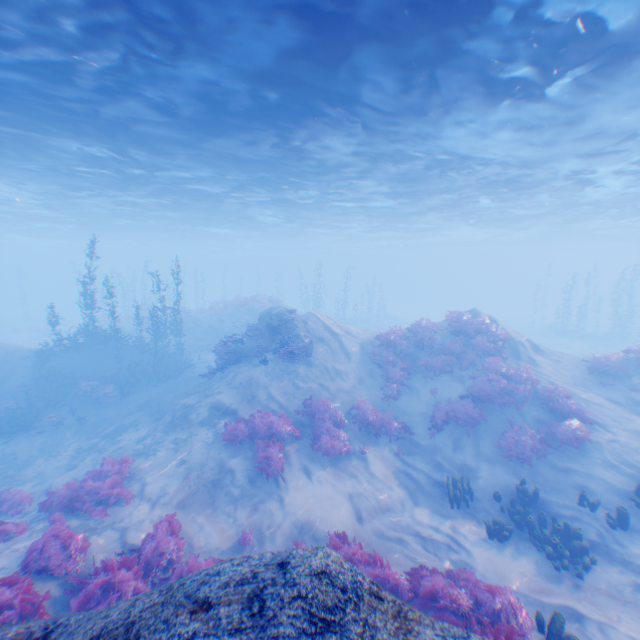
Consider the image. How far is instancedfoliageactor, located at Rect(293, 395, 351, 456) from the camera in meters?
11.4 m

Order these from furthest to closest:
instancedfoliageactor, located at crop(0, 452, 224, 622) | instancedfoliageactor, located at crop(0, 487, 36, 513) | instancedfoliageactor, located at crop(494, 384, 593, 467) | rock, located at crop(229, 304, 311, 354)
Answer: rock, located at crop(229, 304, 311, 354) → instancedfoliageactor, located at crop(494, 384, 593, 467) → instancedfoliageactor, located at crop(0, 487, 36, 513) → instancedfoliageactor, located at crop(0, 452, 224, 622)

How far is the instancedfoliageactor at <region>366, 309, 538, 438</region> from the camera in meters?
13.1

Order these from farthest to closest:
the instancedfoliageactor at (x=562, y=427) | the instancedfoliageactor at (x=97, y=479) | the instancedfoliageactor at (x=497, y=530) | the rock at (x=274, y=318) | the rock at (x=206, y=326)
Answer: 1. the rock at (x=206, y=326)
2. the rock at (x=274, y=318)
3. the instancedfoliageactor at (x=562, y=427)
4. the instancedfoliageactor at (x=497, y=530)
5. the instancedfoliageactor at (x=97, y=479)

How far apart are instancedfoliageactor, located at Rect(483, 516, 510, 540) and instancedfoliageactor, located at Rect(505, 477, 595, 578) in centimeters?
53cm

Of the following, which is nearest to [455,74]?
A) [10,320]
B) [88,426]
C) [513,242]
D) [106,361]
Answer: [88,426]

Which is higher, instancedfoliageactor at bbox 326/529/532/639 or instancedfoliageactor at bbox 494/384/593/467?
instancedfoliageactor at bbox 494/384/593/467

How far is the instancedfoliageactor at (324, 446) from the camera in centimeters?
1136cm
